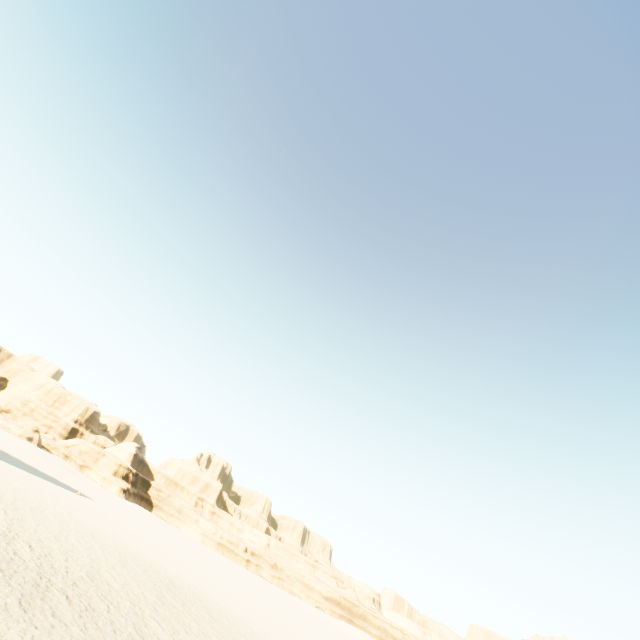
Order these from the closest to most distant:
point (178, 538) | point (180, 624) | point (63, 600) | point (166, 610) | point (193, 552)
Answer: point (63, 600) → point (180, 624) → point (166, 610) → point (193, 552) → point (178, 538)
